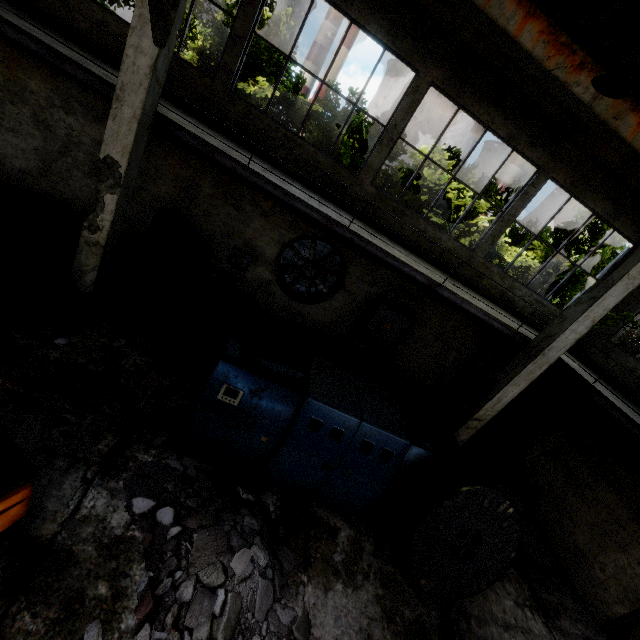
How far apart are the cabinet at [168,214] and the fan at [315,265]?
2.53m

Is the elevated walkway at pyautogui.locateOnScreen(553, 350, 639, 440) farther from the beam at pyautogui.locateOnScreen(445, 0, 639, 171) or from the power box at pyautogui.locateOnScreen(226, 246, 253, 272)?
the power box at pyautogui.locateOnScreen(226, 246, 253, 272)

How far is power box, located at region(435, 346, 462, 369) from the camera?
11.1m

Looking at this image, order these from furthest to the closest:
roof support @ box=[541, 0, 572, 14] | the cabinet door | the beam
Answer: the cabinet door → roof support @ box=[541, 0, 572, 14] → the beam

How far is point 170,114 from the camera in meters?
6.2

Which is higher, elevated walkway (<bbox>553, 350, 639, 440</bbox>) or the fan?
elevated walkway (<bbox>553, 350, 639, 440</bbox>)

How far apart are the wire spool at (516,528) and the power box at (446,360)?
5.50m

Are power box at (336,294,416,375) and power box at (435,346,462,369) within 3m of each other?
yes
